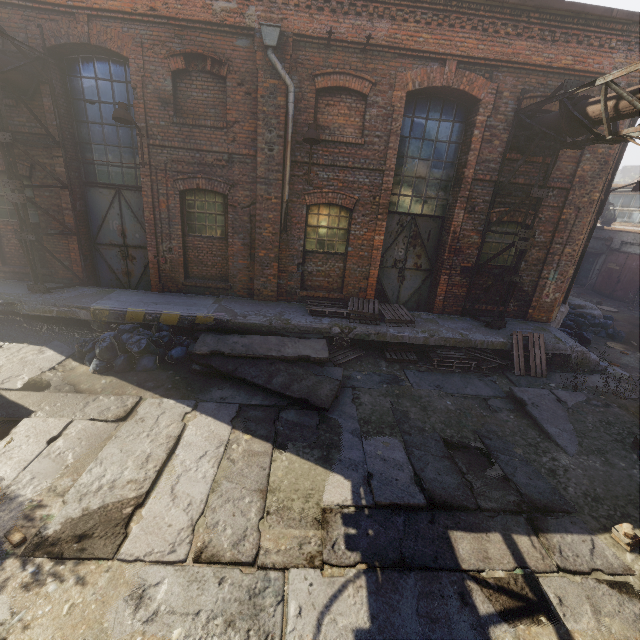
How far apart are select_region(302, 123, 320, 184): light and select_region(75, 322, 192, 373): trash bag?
5.06m

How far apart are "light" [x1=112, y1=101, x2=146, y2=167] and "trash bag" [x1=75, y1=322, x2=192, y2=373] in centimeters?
403cm

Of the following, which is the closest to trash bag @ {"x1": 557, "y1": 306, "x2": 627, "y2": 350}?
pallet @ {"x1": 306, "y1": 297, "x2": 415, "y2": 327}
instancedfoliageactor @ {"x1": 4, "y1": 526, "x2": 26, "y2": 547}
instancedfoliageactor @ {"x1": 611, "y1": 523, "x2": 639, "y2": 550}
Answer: pallet @ {"x1": 306, "y1": 297, "x2": 415, "y2": 327}

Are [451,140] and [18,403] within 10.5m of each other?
no

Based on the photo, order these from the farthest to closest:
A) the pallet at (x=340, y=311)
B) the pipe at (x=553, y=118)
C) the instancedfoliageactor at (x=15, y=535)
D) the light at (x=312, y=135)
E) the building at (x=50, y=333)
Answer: the pallet at (x=340, y=311) → the building at (x=50, y=333) → the light at (x=312, y=135) → the pipe at (x=553, y=118) → the instancedfoliageactor at (x=15, y=535)

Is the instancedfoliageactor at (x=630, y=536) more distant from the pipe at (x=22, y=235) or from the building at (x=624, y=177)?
the building at (x=624, y=177)

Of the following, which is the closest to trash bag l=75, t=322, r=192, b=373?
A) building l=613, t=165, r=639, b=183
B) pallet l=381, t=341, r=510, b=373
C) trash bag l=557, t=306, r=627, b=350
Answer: pallet l=381, t=341, r=510, b=373

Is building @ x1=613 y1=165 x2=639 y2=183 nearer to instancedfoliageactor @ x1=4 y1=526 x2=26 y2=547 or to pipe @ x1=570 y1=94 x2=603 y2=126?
pipe @ x1=570 y1=94 x2=603 y2=126
